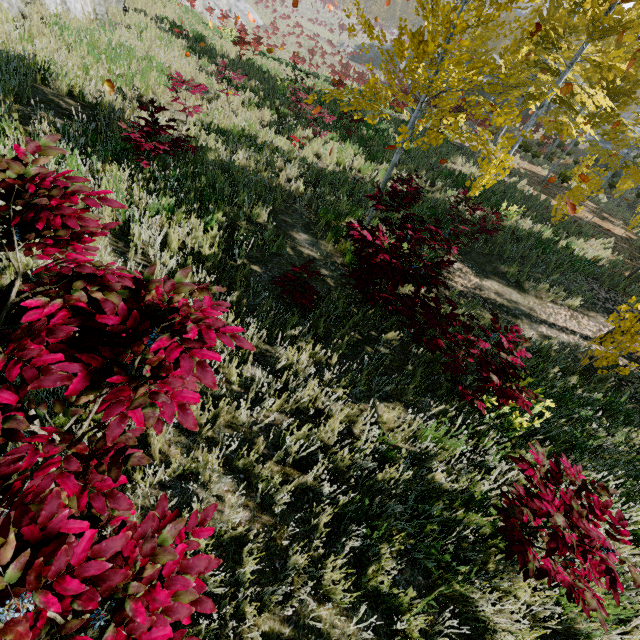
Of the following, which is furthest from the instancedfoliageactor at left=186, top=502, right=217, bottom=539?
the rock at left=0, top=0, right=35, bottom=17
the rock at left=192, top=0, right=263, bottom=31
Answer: the rock at left=192, top=0, right=263, bottom=31

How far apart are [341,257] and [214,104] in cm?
705

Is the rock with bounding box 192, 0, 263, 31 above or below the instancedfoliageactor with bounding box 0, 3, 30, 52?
below

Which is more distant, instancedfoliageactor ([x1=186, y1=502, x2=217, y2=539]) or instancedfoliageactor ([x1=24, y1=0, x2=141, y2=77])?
instancedfoliageactor ([x1=24, y1=0, x2=141, y2=77])

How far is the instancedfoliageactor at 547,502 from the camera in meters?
2.1 m

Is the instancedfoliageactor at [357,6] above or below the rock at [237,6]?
above

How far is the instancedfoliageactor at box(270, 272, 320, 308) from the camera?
4.1m
